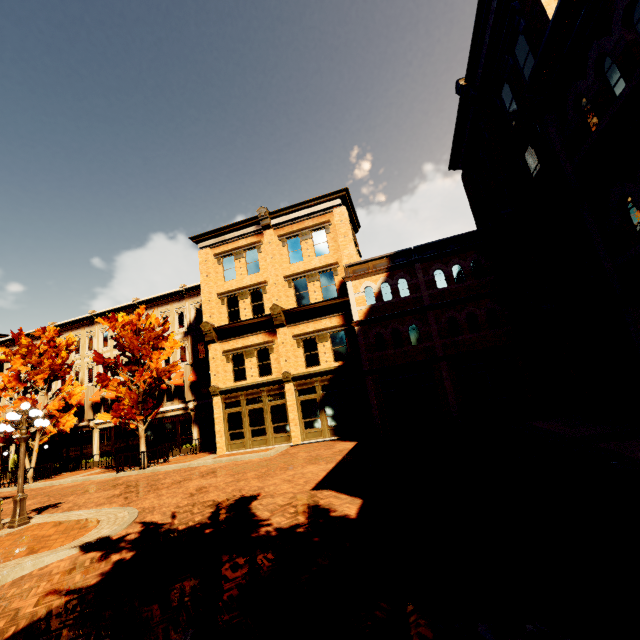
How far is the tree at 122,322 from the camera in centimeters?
1902cm

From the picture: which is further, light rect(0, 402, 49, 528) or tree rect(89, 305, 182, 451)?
tree rect(89, 305, 182, 451)

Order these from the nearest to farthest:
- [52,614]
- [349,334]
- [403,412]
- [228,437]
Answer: [52,614] < [403,412] < [349,334] < [228,437]

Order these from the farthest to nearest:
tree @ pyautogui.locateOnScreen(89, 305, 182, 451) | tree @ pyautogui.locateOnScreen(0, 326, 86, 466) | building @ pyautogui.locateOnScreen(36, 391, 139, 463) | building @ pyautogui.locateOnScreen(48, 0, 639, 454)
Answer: building @ pyautogui.locateOnScreen(36, 391, 139, 463) < tree @ pyautogui.locateOnScreen(0, 326, 86, 466) < tree @ pyautogui.locateOnScreen(89, 305, 182, 451) < building @ pyautogui.locateOnScreen(48, 0, 639, 454)

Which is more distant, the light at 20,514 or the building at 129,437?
the building at 129,437

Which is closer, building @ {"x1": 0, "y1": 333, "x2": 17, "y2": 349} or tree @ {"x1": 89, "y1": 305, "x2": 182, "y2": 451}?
tree @ {"x1": 89, "y1": 305, "x2": 182, "y2": 451}
